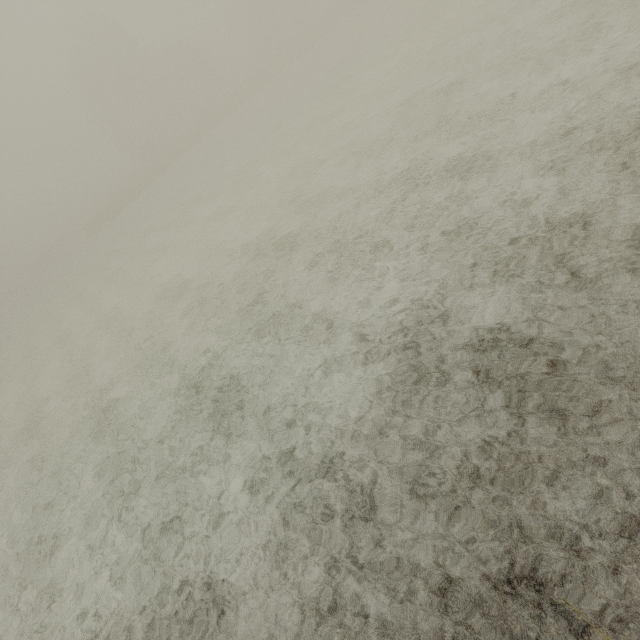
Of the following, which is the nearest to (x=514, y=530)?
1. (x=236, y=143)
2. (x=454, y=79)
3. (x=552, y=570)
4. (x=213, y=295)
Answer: (x=552, y=570)
